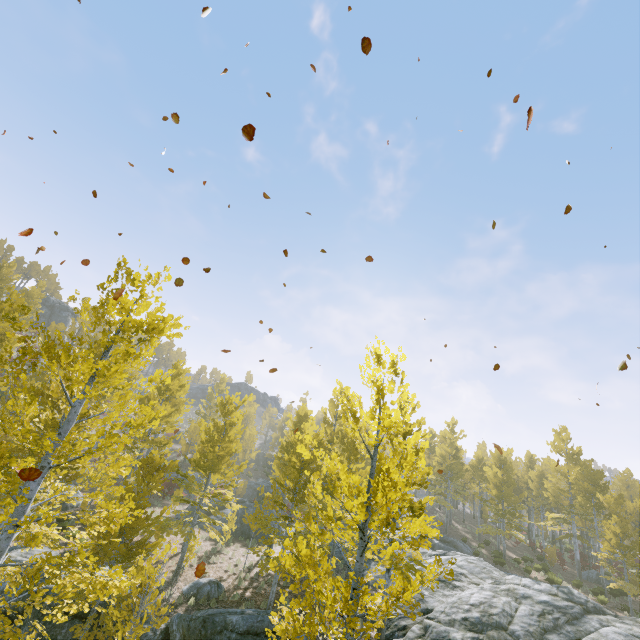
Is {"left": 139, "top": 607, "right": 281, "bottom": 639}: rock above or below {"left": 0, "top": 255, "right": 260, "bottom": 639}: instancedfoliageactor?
below

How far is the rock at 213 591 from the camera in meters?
14.5 m

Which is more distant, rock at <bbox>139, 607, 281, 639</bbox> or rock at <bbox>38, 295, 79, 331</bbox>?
rock at <bbox>38, 295, 79, 331</bbox>

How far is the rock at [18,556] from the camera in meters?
13.5 m

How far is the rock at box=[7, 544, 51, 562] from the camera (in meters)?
13.54

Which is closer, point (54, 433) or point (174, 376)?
point (54, 433)

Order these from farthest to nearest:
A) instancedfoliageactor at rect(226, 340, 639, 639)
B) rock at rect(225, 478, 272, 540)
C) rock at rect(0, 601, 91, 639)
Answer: rock at rect(225, 478, 272, 540)
rock at rect(0, 601, 91, 639)
instancedfoliageactor at rect(226, 340, 639, 639)

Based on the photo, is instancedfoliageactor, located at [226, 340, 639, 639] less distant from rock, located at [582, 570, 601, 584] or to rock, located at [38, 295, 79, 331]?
rock, located at [582, 570, 601, 584]
